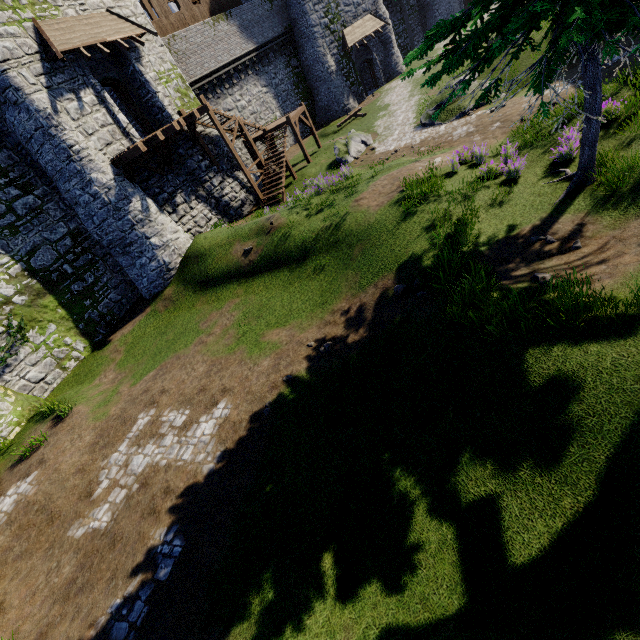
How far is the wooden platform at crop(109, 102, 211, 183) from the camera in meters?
14.0 m

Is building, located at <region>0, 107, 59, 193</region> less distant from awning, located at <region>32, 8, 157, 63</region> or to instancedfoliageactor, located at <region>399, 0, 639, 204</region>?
awning, located at <region>32, 8, 157, 63</region>

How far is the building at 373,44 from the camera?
31.4m

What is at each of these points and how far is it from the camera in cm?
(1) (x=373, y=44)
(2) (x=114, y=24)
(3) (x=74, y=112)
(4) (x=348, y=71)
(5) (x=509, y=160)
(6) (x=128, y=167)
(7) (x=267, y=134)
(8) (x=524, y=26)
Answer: (1) building, 3188
(2) awning, 1511
(3) building, 1346
(4) building, 3089
(5) instancedfoliageactor, 935
(6) wooden platform, 1447
(7) stairs, 2231
(8) instancedfoliageactor, 477

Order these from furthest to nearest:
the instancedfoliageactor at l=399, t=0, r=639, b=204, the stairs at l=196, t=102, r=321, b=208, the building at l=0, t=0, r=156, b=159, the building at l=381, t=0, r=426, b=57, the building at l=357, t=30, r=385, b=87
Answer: the building at l=381, t=0, r=426, b=57 → the building at l=357, t=30, r=385, b=87 → the stairs at l=196, t=102, r=321, b=208 → the building at l=0, t=0, r=156, b=159 → the instancedfoliageactor at l=399, t=0, r=639, b=204

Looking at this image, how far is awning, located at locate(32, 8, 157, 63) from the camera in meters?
12.6

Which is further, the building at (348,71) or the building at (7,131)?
the building at (348,71)

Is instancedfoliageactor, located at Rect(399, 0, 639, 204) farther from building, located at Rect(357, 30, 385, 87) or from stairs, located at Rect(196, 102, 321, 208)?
building, located at Rect(357, 30, 385, 87)
